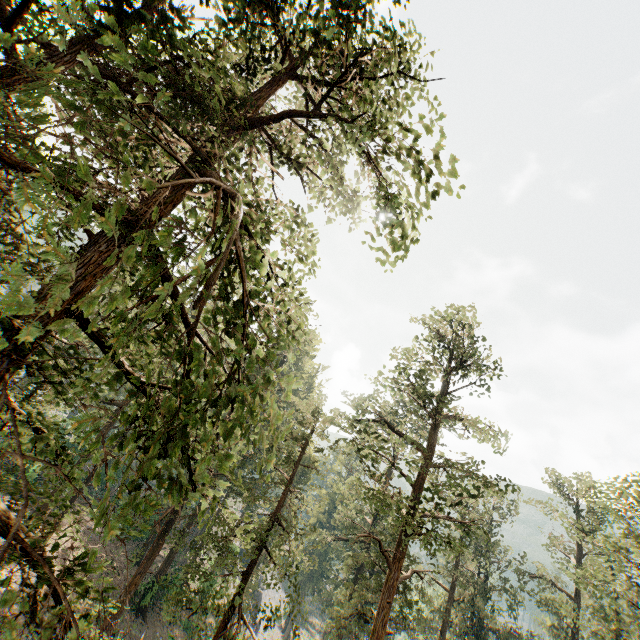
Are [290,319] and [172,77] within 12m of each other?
yes
